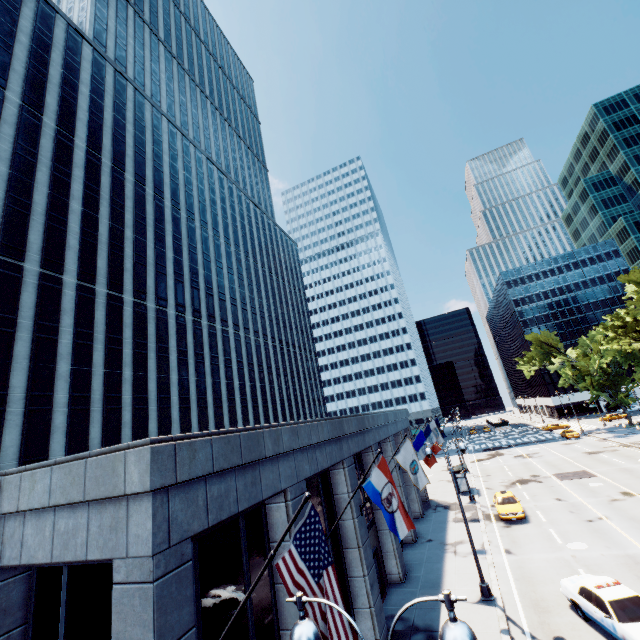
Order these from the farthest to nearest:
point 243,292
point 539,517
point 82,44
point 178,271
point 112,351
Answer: point 243,292, point 178,271, point 82,44, point 112,351, point 539,517

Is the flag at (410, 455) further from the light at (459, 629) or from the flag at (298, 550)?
the light at (459, 629)

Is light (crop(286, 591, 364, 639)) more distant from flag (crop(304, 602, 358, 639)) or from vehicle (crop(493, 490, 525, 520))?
vehicle (crop(493, 490, 525, 520))

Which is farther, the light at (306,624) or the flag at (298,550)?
the flag at (298,550)

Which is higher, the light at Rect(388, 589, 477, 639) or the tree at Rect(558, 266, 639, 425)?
the tree at Rect(558, 266, 639, 425)

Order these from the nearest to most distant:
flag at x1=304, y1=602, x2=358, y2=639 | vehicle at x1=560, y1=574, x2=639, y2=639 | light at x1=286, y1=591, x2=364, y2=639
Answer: light at x1=286, y1=591, x2=364, y2=639 → flag at x1=304, y1=602, x2=358, y2=639 → vehicle at x1=560, y1=574, x2=639, y2=639

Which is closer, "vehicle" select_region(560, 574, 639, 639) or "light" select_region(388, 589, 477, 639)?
"light" select_region(388, 589, 477, 639)

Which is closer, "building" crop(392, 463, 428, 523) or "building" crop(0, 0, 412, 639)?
"building" crop(0, 0, 412, 639)
